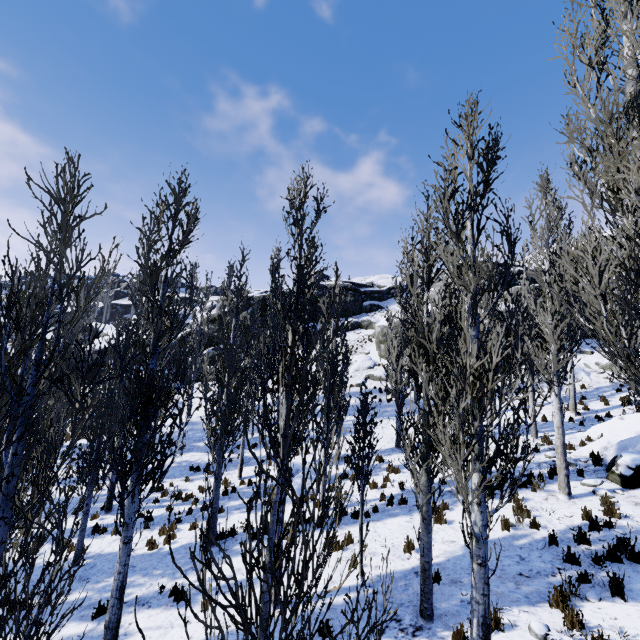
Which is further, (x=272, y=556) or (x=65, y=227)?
(x=65, y=227)

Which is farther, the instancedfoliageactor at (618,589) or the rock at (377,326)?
the rock at (377,326)

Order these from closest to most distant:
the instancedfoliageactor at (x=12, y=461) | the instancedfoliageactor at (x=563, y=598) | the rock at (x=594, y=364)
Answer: the instancedfoliageactor at (x=12, y=461), the instancedfoliageactor at (x=563, y=598), the rock at (x=594, y=364)

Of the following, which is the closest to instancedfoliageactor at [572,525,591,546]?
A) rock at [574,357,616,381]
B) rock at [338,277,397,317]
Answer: rock at [338,277,397,317]

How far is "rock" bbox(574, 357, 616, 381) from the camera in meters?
21.7

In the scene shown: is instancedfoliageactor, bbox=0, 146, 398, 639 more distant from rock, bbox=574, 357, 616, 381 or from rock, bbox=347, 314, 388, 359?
rock, bbox=574, 357, 616, 381

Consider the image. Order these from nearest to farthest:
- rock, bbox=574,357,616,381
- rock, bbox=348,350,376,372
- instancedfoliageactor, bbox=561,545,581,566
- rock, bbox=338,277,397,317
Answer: instancedfoliageactor, bbox=561,545,581,566 → rock, bbox=574,357,616,381 → rock, bbox=348,350,376,372 → rock, bbox=338,277,397,317
